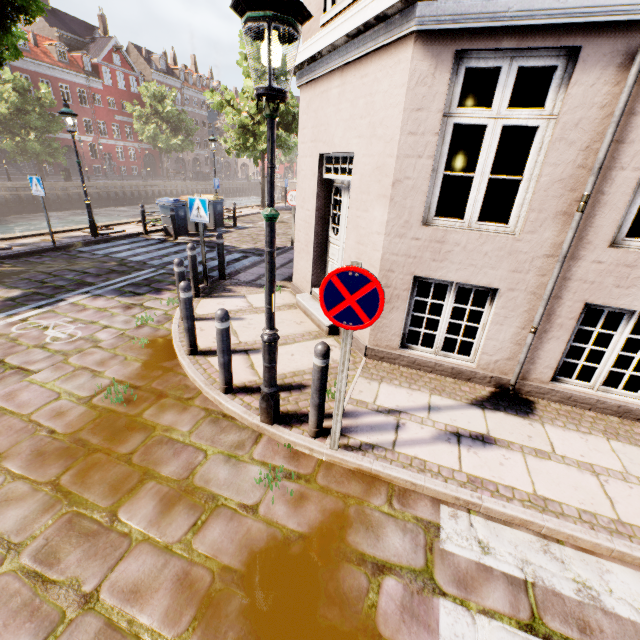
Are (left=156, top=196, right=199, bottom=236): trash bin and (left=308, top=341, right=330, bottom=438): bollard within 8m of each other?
no

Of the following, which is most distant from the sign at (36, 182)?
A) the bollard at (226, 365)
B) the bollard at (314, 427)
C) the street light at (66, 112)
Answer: the bollard at (314, 427)

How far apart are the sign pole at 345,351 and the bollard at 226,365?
1.5 meters

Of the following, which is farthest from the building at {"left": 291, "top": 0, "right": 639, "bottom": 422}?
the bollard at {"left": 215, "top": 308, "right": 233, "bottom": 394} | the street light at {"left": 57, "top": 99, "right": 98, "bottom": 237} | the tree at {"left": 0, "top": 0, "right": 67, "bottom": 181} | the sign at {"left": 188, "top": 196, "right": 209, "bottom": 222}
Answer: the bollard at {"left": 215, "top": 308, "right": 233, "bottom": 394}

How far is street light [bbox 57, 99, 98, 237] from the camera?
9.5m

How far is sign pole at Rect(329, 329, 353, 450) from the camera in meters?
2.8

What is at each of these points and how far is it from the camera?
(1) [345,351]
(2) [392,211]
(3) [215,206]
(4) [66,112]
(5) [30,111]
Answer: (1) sign pole, 2.80m
(2) building, 4.12m
(3) trash bin, 14.35m
(4) street light, 9.41m
(5) tree, 26.52m

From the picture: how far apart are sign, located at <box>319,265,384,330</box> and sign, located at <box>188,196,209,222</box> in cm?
518
